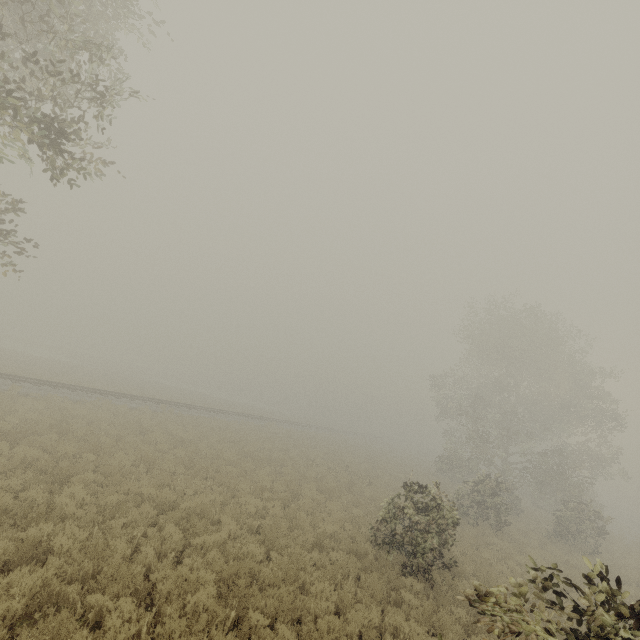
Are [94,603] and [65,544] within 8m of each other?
yes
